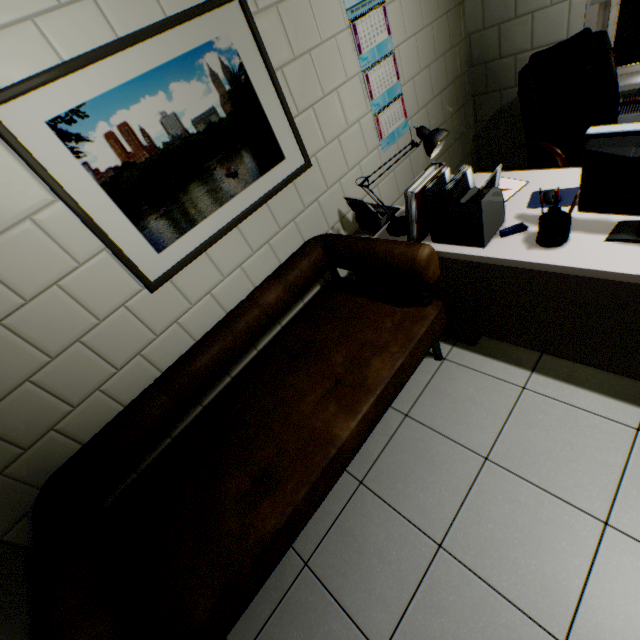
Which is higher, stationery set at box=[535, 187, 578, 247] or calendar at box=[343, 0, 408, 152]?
calendar at box=[343, 0, 408, 152]

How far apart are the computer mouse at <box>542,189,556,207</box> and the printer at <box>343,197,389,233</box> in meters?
0.8

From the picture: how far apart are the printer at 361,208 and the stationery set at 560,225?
1.0m

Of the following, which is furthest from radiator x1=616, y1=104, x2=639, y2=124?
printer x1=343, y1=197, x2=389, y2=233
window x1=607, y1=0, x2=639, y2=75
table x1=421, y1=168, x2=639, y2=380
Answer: printer x1=343, y1=197, x2=389, y2=233

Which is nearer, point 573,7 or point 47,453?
point 47,453

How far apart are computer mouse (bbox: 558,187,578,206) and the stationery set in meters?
0.3

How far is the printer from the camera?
2.17m

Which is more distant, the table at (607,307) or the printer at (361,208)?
the printer at (361,208)
